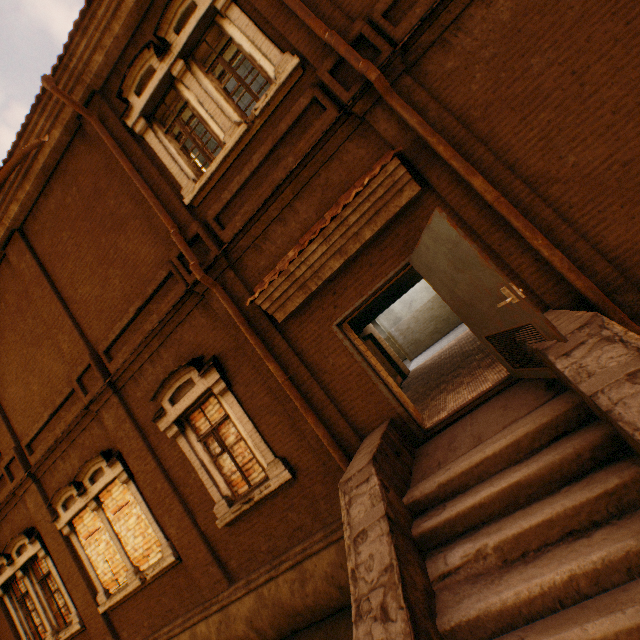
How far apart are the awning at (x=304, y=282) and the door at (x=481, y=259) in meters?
0.5 m

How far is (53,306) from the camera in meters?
7.6 m

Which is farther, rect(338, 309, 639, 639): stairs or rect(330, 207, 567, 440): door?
rect(330, 207, 567, 440): door

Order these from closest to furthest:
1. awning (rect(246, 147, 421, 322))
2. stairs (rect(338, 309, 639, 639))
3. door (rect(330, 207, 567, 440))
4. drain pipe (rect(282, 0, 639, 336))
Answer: stairs (rect(338, 309, 639, 639)) < door (rect(330, 207, 567, 440)) < drain pipe (rect(282, 0, 639, 336)) < awning (rect(246, 147, 421, 322))

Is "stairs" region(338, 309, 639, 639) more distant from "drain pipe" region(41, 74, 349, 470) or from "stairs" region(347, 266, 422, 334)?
"stairs" region(347, 266, 422, 334)

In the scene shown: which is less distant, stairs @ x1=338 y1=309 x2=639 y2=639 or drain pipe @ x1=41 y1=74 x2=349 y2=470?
stairs @ x1=338 y1=309 x2=639 y2=639

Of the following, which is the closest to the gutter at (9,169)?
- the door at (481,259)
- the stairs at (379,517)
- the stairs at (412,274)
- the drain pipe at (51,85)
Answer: the drain pipe at (51,85)

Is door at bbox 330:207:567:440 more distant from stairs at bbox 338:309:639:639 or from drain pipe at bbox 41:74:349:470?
drain pipe at bbox 41:74:349:470
